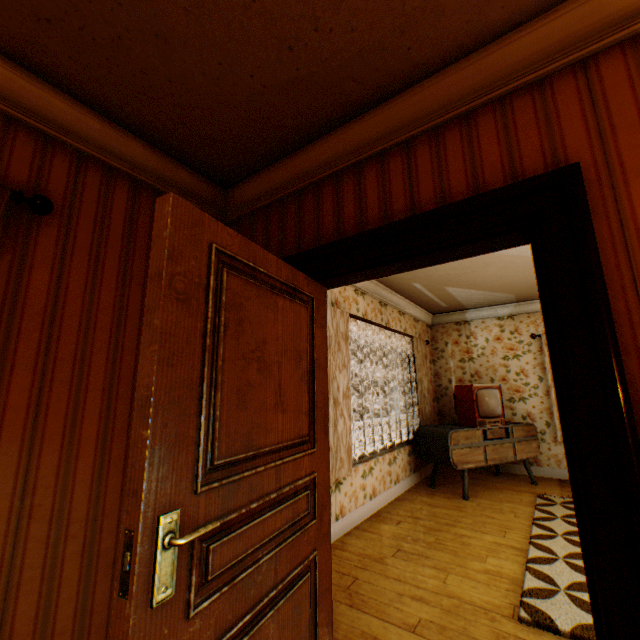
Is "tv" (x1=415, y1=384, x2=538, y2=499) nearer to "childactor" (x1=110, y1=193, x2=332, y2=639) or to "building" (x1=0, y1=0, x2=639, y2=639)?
"building" (x1=0, y1=0, x2=639, y2=639)

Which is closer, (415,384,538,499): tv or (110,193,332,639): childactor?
(110,193,332,639): childactor

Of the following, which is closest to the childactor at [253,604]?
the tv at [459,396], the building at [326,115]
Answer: the building at [326,115]

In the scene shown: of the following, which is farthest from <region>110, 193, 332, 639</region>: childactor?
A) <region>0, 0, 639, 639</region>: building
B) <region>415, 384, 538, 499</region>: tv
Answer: <region>415, 384, 538, 499</region>: tv

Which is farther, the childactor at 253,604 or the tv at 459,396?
the tv at 459,396

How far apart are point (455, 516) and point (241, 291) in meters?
4.2
